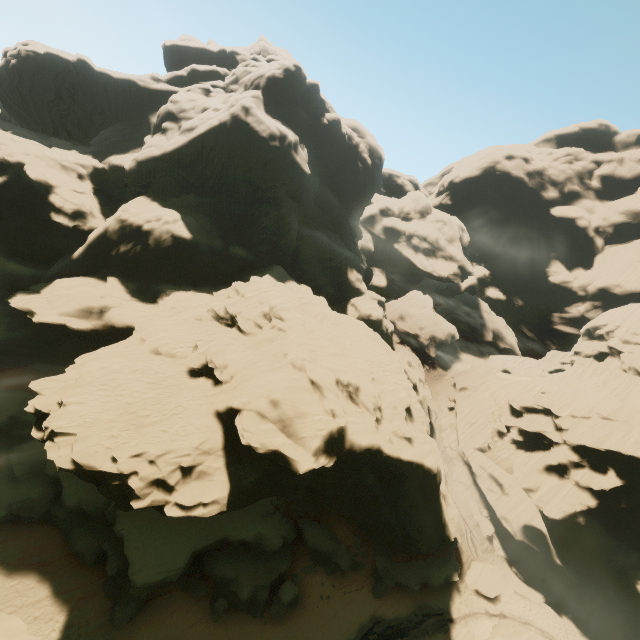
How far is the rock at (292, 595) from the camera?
26.97m

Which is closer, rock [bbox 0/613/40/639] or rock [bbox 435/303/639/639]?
rock [bbox 0/613/40/639]

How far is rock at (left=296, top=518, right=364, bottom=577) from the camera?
29.6m

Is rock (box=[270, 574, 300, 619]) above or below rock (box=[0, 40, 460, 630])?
below

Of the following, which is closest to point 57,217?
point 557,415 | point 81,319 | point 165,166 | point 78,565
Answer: point 81,319

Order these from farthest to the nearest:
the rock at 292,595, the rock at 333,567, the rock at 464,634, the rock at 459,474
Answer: the rock at 459,474
the rock at 333,567
the rock at 464,634
the rock at 292,595

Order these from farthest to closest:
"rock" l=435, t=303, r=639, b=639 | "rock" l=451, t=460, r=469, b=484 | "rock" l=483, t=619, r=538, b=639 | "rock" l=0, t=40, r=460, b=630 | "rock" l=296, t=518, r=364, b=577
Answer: "rock" l=451, t=460, r=469, b=484 → "rock" l=435, t=303, r=639, b=639 → "rock" l=296, t=518, r=364, b=577 → "rock" l=483, t=619, r=538, b=639 → "rock" l=0, t=40, r=460, b=630
